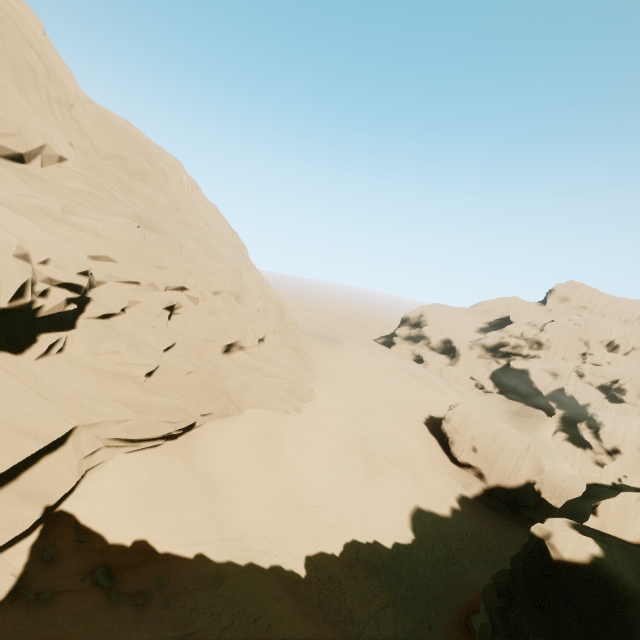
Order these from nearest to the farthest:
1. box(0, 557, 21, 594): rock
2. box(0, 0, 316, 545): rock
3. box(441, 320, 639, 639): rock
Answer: box(441, 320, 639, 639): rock < box(0, 557, 21, 594): rock < box(0, 0, 316, 545): rock

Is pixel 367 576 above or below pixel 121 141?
below

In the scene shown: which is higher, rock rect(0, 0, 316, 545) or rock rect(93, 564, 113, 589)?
rock rect(0, 0, 316, 545)

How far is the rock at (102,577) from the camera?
10.96m

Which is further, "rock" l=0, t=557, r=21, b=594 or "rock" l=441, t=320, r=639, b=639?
"rock" l=0, t=557, r=21, b=594

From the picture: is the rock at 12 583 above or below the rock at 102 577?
above
